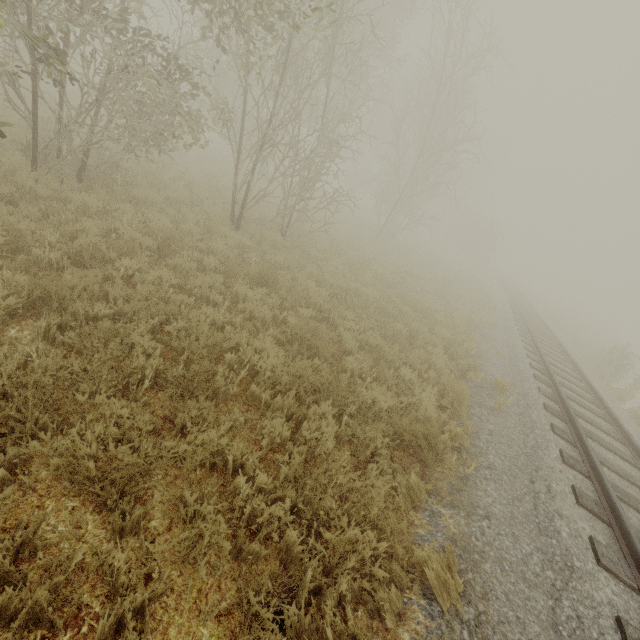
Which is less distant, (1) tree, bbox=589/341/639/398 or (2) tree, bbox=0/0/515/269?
(2) tree, bbox=0/0/515/269

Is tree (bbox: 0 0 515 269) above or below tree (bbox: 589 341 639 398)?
above

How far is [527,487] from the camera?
4.6m

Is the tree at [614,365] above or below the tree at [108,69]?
below

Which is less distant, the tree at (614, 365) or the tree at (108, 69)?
the tree at (108, 69)
